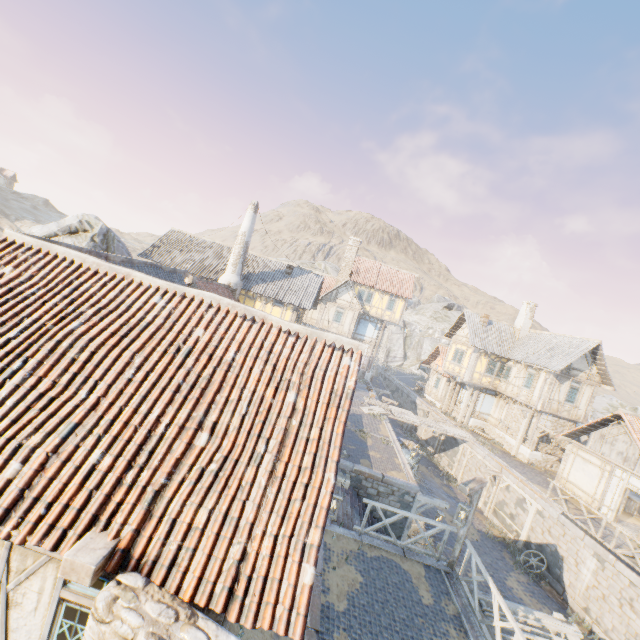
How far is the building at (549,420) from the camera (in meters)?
23.34

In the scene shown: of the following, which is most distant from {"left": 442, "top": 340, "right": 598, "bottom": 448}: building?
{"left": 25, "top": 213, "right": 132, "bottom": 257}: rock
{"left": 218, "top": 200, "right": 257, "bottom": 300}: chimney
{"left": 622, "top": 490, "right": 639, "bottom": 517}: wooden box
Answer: {"left": 25, "top": 213, "right": 132, "bottom": 257}: rock

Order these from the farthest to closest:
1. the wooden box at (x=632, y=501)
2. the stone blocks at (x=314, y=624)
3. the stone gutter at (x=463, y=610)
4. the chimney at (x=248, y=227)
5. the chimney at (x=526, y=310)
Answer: the chimney at (x=526, y=310)
the chimney at (x=248, y=227)
the wooden box at (x=632, y=501)
the stone gutter at (x=463, y=610)
the stone blocks at (x=314, y=624)

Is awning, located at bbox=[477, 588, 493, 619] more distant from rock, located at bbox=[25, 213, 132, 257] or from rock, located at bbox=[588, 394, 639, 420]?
rock, located at bbox=[588, 394, 639, 420]

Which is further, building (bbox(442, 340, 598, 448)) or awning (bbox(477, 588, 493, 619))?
building (bbox(442, 340, 598, 448))

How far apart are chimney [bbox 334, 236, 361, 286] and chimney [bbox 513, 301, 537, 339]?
16.88m

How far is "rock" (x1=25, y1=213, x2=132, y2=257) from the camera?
19.61m

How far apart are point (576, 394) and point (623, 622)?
14.2 meters
